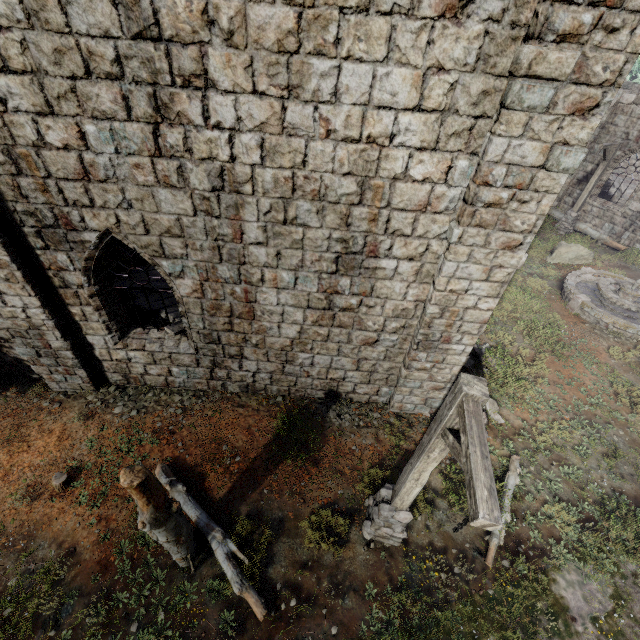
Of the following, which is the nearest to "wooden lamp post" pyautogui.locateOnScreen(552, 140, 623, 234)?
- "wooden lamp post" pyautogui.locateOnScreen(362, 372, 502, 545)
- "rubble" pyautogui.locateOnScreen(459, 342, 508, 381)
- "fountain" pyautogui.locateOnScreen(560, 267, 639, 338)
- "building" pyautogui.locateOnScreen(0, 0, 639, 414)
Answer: "building" pyautogui.locateOnScreen(0, 0, 639, 414)

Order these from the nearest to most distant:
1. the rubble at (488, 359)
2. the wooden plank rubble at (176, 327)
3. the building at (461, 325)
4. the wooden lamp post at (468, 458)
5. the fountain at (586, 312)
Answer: the wooden lamp post at (468, 458)
the building at (461, 325)
the wooden plank rubble at (176, 327)
the rubble at (488, 359)
the fountain at (586, 312)

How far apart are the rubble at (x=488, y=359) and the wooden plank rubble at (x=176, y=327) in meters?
6.1 m

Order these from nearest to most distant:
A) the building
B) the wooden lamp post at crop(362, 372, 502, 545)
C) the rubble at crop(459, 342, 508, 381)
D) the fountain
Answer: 1. the wooden lamp post at crop(362, 372, 502, 545)
2. the building
3. the rubble at crop(459, 342, 508, 381)
4. the fountain

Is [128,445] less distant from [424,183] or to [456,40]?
[424,183]

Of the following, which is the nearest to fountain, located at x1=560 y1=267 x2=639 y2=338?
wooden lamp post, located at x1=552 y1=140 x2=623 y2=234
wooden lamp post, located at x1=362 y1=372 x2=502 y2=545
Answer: wooden lamp post, located at x1=552 y1=140 x2=623 y2=234

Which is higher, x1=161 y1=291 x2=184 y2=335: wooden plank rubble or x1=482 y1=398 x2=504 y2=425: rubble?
x1=161 y1=291 x2=184 y2=335: wooden plank rubble

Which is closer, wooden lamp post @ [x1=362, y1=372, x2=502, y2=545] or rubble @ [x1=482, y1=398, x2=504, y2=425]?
wooden lamp post @ [x1=362, y1=372, x2=502, y2=545]
